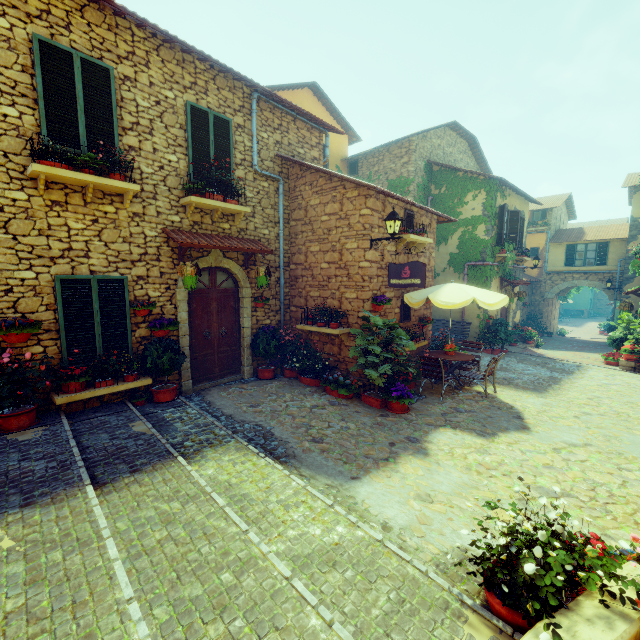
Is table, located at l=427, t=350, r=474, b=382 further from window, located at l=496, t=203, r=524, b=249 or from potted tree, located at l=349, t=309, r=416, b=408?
window, located at l=496, t=203, r=524, b=249

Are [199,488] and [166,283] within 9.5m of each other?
yes

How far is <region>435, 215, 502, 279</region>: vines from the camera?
13.7 meters

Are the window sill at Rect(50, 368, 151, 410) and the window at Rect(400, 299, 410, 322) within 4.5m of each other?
no

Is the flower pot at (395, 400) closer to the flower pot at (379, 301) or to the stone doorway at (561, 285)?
the flower pot at (379, 301)

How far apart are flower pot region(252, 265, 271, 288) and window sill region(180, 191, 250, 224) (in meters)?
1.13

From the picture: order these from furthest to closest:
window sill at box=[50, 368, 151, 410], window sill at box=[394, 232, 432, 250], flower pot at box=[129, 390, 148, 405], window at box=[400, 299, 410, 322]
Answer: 1. window at box=[400, 299, 410, 322]
2. window sill at box=[394, 232, 432, 250]
3. flower pot at box=[129, 390, 148, 405]
4. window sill at box=[50, 368, 151, 410]

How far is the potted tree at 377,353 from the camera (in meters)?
6.92
